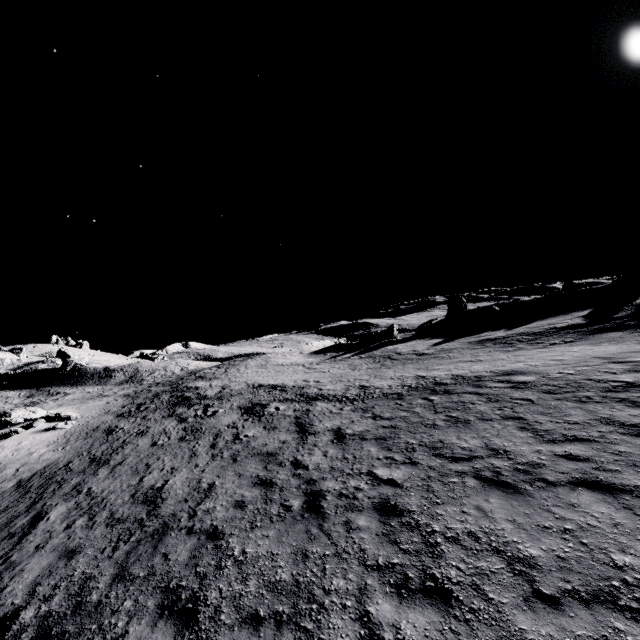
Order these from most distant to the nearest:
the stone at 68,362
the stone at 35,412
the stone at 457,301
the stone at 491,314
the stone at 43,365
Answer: the stone at 43,365, the stone at 457,301, the stone at 68,362, the stone at 491,314, the stone at 35,412

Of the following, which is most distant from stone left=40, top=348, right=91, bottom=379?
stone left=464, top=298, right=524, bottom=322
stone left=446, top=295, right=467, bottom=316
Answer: stone left=464, top=298, right=524, bottom=322

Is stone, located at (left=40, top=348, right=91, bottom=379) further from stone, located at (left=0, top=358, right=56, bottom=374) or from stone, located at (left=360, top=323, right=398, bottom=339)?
stone, located at (left=360, top=323, right=398, bottom=339)

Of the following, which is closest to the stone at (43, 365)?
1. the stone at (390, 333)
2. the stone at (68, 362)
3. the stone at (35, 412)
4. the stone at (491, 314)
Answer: the stone at (68, 362)

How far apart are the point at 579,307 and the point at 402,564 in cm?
4203

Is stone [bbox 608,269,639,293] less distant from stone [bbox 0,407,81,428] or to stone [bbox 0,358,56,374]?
stone [bbox 0,407,81,428]

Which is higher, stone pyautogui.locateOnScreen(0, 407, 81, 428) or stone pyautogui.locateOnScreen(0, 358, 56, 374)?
stone pyautogui.locateOnScreen(0, 358, 56, 374)

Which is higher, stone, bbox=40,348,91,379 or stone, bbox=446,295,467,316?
stone, bbox=40,348,91,379
